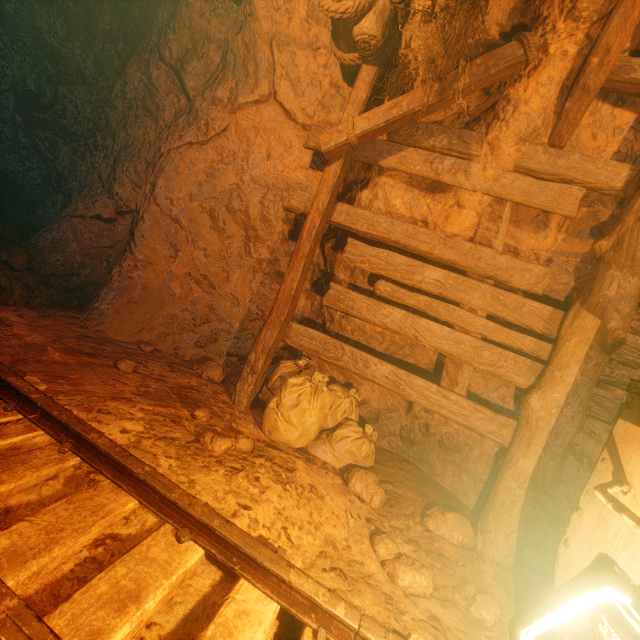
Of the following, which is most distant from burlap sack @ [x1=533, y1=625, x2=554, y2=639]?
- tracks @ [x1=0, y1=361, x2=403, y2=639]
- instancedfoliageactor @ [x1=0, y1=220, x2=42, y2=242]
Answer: instancedfoliageactor @ [x1=0, y1=220, x2=42, y2=242]

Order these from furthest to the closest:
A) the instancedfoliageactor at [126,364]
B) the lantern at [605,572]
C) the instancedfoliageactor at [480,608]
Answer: the instancedfoliageactor at [126,364] → the instancedfoliageactor at [480,608] → the lantern at [605,572]

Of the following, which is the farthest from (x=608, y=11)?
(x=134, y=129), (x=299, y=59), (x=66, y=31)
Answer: (x=66, y=31)

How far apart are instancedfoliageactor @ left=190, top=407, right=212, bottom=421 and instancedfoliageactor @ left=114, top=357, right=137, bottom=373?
0.94m

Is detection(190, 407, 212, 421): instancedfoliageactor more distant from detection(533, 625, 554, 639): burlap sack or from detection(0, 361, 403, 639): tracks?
detection(0, 361, 403, 639): tracks

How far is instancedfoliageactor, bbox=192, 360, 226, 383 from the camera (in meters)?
3.68

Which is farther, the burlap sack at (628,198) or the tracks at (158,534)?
the burlap sack at (628,198)
